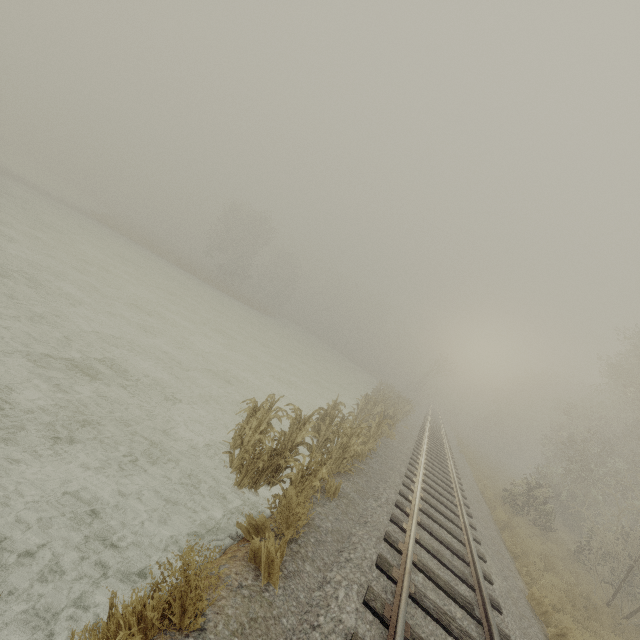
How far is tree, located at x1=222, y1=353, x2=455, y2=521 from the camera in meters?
5.8 m

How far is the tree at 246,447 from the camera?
5.85m

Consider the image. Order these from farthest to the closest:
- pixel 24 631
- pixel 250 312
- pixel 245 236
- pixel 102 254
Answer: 1. pixel 245 236
2. pixel 250 312
3. pixel 102 254
4. pixel 24 631
